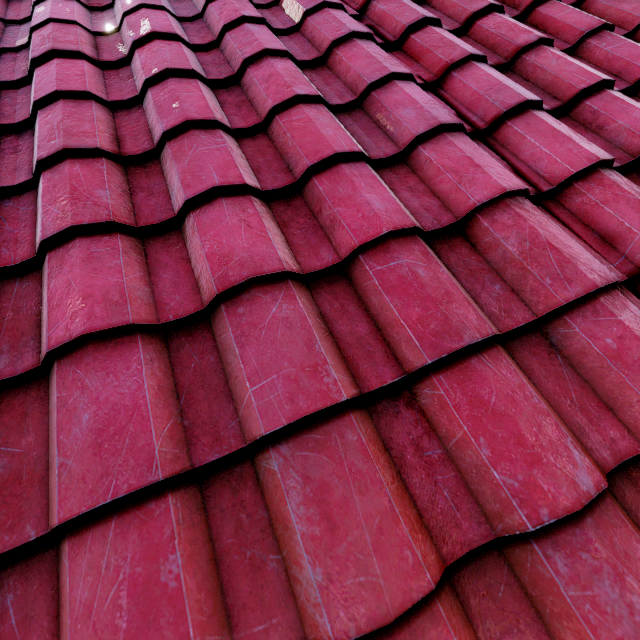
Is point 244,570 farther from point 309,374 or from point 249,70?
point 249,70
